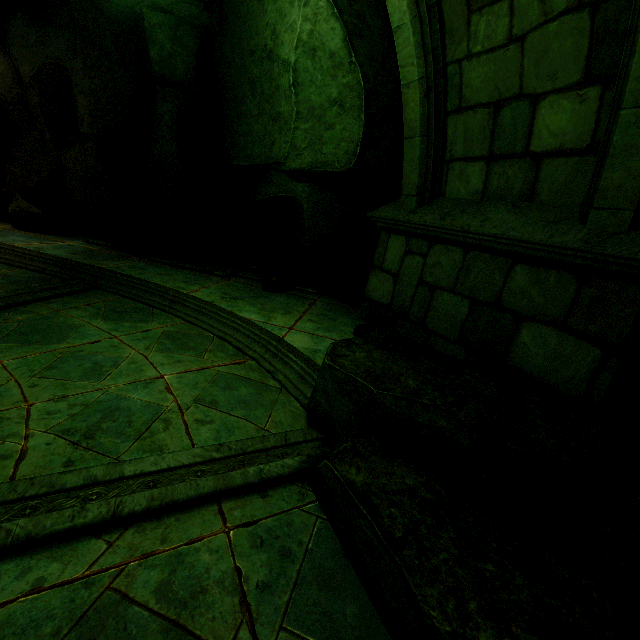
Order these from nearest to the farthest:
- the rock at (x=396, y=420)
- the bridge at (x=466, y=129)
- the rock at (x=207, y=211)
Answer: the rock at (x=396, y=420) < the bridge at (x=466, y=129) < the rock at (x=207, y=211)

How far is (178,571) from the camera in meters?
1.8 m

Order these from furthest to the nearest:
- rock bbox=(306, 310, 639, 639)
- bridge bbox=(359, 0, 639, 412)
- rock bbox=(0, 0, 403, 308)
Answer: rock bbox=(0, 0, 403, 308), bridge bbox=(359, 0, 639, 412), rock bbox=(306, 310, 639, 639)

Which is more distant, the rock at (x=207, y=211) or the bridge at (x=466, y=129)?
the rock at (x=207, y=211)

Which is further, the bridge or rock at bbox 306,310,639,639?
the bridge

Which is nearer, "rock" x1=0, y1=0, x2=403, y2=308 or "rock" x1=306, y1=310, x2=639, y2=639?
"rock" x1=306, y1=310, x2=639, y2=639

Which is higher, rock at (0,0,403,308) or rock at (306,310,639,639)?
rock at (0,0,403,308)
